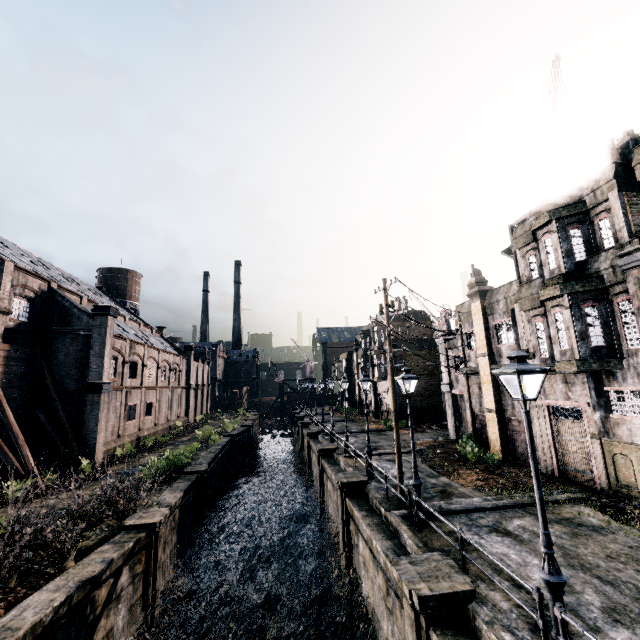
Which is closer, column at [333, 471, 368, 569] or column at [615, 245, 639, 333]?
column at [615, 245, 639, 333]

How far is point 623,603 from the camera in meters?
7.6

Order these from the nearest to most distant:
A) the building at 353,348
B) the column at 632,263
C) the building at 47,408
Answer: the column at 632,263
the building at 47,408
the building at 353,348

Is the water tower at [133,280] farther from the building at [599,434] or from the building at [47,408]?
the building at [599,434]

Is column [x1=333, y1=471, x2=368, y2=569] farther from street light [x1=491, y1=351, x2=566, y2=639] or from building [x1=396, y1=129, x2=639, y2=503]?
street light [x1=491, y1=351, x2=566, y2=639]

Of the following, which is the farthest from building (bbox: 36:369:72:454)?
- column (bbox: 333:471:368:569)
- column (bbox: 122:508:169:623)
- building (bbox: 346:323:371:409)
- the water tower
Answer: building (bbox: 346:323:371:409)

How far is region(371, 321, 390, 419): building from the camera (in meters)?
41.03

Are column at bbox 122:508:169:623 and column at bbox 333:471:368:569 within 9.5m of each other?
yes
